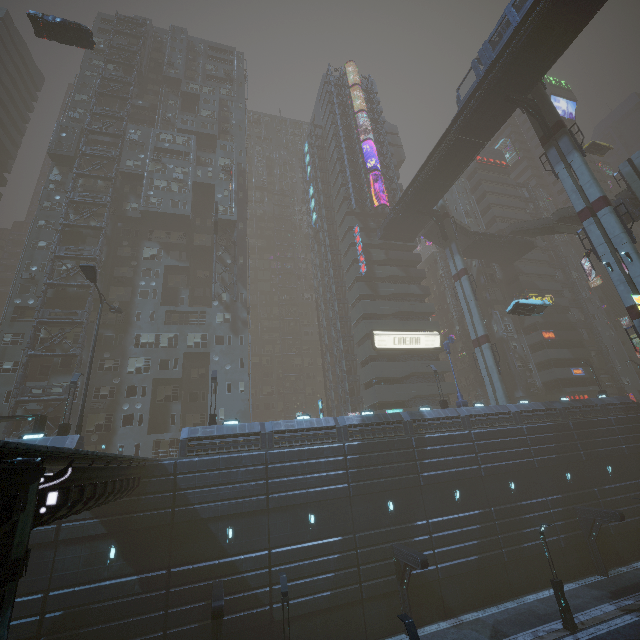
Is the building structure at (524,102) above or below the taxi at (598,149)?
A: below

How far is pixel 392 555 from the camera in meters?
22.6 m

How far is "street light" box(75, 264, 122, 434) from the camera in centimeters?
2330cm

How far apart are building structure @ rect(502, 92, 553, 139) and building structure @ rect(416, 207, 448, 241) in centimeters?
1471cm

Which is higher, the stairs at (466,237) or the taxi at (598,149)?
the taxi at (598,149)

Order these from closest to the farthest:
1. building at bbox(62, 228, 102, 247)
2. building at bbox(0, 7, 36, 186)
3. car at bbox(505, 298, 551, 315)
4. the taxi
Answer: car at bbox(505, 298, 551, 315) < building at bbox(62, 228, 102, 247) < the taxi < building at bbox(0, 7, 36, 186)

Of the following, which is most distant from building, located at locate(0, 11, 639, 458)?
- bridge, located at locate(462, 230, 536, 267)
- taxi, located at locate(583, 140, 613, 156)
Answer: taxi, located at locate(583, 140, 613, 156)

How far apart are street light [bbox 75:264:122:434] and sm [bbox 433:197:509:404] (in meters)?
38.12
